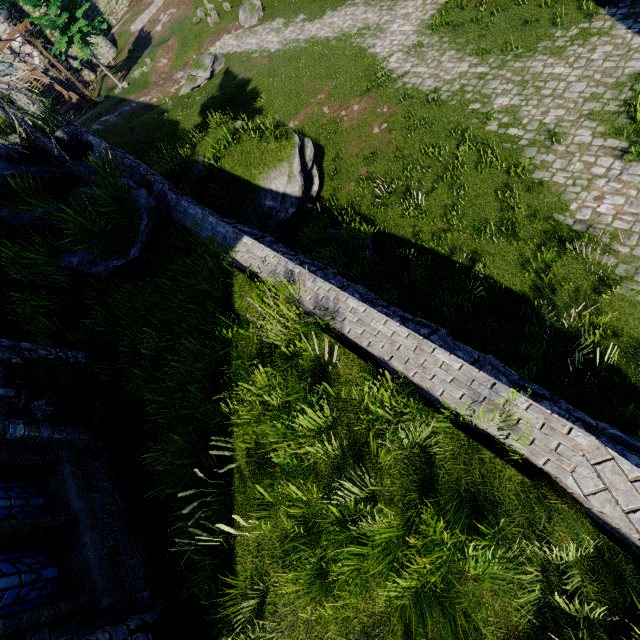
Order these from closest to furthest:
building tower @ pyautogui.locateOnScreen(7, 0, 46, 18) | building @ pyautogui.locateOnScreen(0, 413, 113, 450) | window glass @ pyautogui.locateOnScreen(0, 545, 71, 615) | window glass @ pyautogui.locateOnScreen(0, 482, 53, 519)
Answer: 1. window glass @ pyautogui.locateOnScreen(0, 545, 71, 615)
2. window glass @ pyautogui.locateOnScreen(0, 482, 53, 519)
3. building @ pyautogui.locateOnScreen(0, 413, 113, 450)
4. building tower @ pyautogui.locateOnScreen(7, 0, 46, 18)

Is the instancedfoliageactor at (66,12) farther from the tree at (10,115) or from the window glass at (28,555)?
the window glass at (28,555)

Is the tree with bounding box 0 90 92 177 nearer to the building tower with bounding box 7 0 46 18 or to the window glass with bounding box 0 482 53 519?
the window glass with bounding box 0 482 53 519

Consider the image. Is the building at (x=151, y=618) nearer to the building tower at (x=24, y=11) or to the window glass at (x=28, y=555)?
the window glass at (x=28, y=555)

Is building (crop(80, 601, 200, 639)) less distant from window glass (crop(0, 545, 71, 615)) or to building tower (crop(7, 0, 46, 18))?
window glass (crop(0, 545, 71, 615))

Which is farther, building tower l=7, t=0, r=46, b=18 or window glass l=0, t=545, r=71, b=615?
building tower l=7, t=0, r=46, b=18

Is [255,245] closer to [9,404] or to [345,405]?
[345,405]

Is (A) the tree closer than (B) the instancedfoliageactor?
Yes
